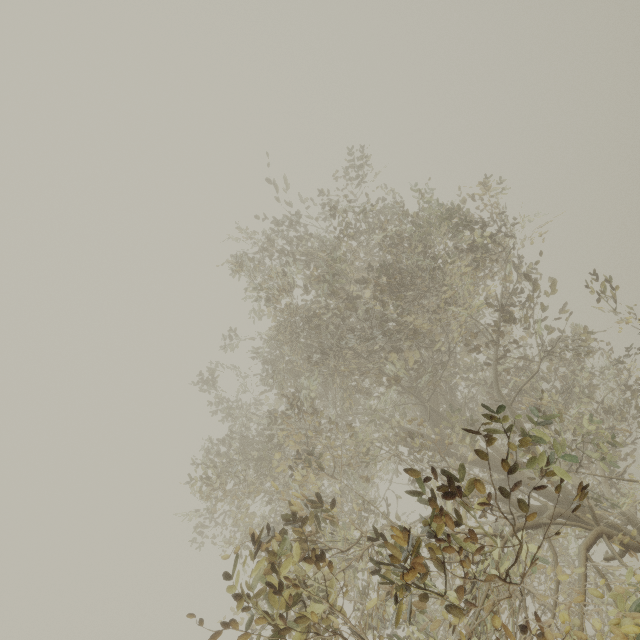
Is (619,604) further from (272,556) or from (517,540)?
(272,556)
